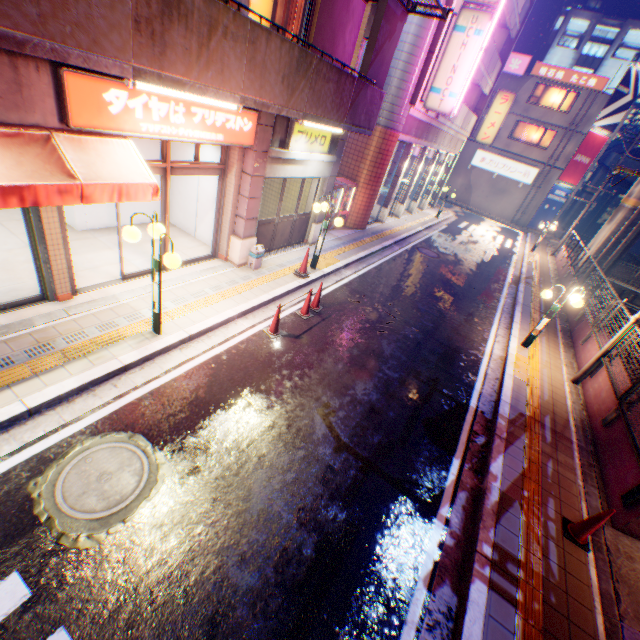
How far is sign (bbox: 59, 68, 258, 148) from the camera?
4.74m

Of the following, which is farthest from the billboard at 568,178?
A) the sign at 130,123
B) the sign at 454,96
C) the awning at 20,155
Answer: the awning at 20,155

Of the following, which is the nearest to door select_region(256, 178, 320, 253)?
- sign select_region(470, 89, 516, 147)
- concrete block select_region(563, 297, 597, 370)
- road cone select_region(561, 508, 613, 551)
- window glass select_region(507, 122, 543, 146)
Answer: road cone select_region(561, 508, 613, 551)

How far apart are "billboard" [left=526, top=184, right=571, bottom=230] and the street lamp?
37.44m

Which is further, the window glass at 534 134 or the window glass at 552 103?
the window glass at 534 134

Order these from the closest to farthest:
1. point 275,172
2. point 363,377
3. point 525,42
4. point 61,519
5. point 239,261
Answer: point 61,519, point 363,377, point 275,172, point 239,261, point 525,42

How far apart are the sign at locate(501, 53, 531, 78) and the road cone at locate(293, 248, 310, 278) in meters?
33.2 m

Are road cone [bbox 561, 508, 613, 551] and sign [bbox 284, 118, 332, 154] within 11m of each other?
yes
